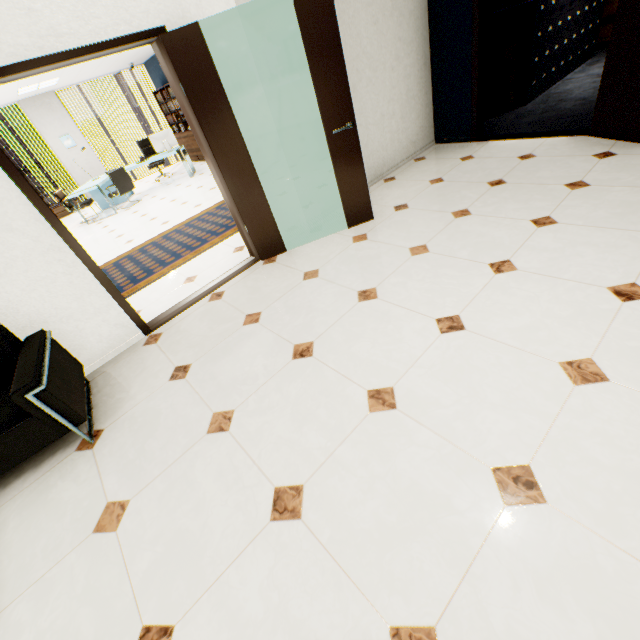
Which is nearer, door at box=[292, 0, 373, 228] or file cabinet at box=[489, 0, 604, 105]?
door at box=[292, 0, 373, 228]

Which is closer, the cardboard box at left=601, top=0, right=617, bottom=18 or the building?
the cardboard box at left=601, top=0, right=617, bottom=18

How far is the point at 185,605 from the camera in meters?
1.4

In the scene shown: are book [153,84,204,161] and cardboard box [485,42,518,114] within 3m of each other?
no

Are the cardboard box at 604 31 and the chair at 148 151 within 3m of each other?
no

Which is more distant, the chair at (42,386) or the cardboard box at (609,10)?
the cardboard box at (609,10)

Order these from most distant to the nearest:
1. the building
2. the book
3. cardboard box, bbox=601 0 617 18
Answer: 1. the building
2. the book
3. cardboard box, bbox=601 0 617 18

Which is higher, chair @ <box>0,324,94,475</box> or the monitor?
the monitor
